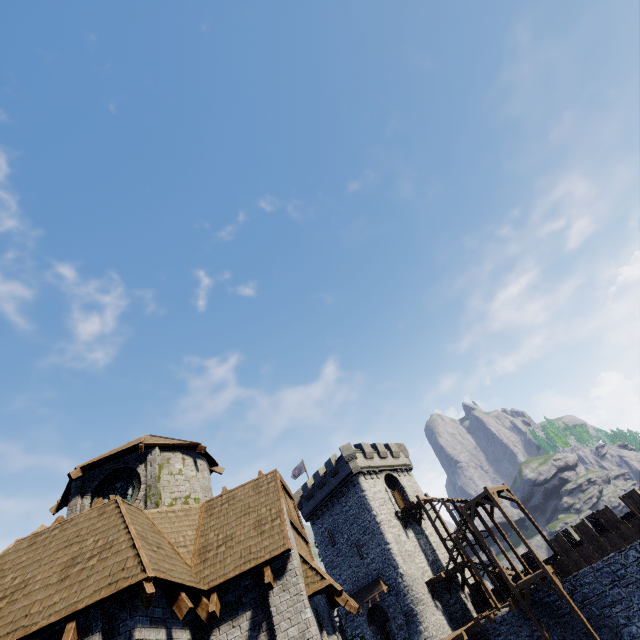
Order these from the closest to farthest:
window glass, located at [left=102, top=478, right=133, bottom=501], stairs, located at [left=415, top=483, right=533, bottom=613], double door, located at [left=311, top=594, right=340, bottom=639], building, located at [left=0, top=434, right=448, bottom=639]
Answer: building, located at [left=0, top=434, right=448, bottom=639], double door, located at [left=311, top=594, right=340, bottom=639], window glass, located at [left=102, top=478, right=133, bottom=501], stairs, located at [left=415, top=483, right=533, bottom=613]

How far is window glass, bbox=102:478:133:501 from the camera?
12.4m

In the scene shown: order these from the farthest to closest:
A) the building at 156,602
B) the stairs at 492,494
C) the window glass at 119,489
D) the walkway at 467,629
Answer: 1. the stairs at 492,494
2. the walkway at 467,629
3. the window glass at 119,489
4. the building at 156,602

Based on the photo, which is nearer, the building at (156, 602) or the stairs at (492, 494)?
the building at (156, 602)

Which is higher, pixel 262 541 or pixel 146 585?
pixel 262 541

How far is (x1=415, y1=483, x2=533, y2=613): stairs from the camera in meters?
26.9

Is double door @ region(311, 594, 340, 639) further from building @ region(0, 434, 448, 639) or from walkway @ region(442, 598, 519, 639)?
walkway @ region(442, 598, 519, 639)

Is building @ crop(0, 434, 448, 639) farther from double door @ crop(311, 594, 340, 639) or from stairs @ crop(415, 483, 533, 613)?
stairs @ crop(415, 483, 533, 613)
